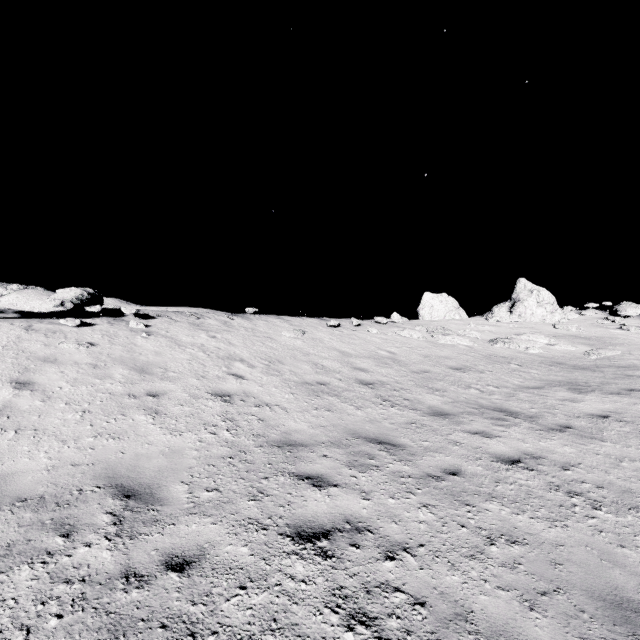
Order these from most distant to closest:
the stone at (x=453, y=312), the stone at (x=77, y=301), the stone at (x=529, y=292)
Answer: the stone at (x=453, y=312), the stone at (x=529, y=292), the stone at (x=77, y=301)

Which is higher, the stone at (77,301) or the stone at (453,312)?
the stone at (453,312)

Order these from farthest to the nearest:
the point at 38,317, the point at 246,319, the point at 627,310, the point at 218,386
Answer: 1. the point at 627,310
2. the point at 246,319
3. the point at 38,317
4. the point at 218,386

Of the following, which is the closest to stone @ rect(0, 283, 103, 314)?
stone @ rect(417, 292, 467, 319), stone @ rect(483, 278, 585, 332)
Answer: stone @ rect(483, 278, 585, 332)

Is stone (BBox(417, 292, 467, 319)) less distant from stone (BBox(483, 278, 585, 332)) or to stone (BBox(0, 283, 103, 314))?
stone (BBox(483, 278, 585, 332))

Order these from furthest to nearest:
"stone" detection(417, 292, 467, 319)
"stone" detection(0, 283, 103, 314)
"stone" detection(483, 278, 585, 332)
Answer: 1. "stone" detection(417, 292, 467, 319)
2. "stone" detection(483, 278, 585, 332)
3. "stone" detection(0, 283, 103, 314)

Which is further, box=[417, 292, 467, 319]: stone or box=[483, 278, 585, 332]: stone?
box=[417, 292, 467, 319]: stone
